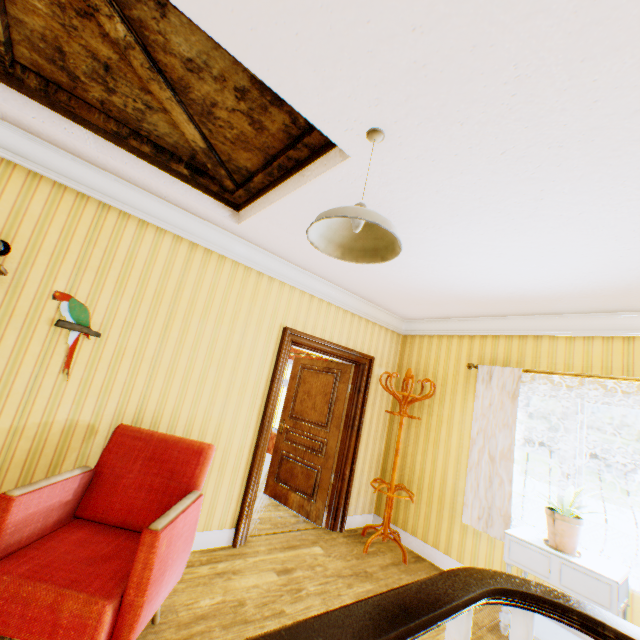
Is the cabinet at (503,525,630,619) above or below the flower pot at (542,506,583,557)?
below

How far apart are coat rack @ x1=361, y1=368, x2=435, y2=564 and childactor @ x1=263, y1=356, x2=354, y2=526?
0.5 meters

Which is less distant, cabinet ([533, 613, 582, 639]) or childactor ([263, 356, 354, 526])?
cabinet ([533, 613, 582, 639])

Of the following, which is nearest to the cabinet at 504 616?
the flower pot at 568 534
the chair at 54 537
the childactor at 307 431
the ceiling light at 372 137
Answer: the flower pot at 568 534

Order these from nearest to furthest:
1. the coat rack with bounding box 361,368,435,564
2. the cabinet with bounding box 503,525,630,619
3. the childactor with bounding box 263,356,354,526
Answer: the cabinet with bounding box 503,525,630,619 → the coat rack with bounding box 361,368,435,564 → the childactor with bounding box 263,356,354,526

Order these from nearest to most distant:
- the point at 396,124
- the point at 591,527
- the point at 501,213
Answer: the point at 396,124 < the point at 501,213 < the point at 591,527

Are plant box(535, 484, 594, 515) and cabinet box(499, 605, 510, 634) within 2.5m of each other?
yes

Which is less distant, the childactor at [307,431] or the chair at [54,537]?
the chair at [54,537]
